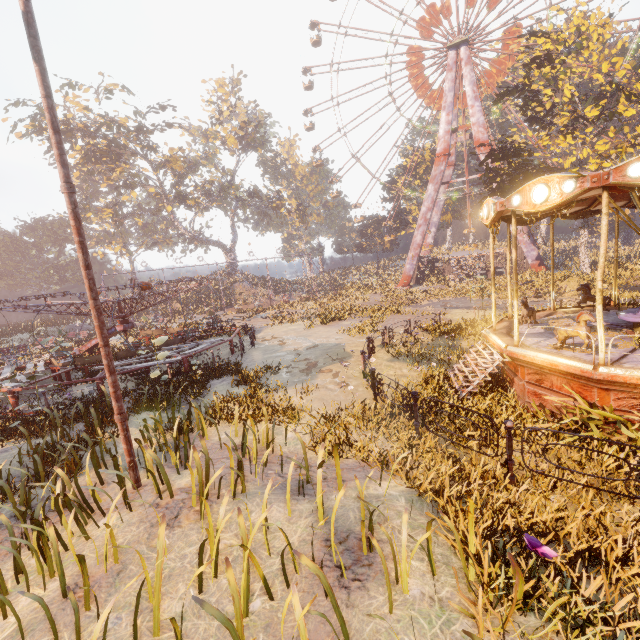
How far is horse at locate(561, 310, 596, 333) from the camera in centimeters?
690cm

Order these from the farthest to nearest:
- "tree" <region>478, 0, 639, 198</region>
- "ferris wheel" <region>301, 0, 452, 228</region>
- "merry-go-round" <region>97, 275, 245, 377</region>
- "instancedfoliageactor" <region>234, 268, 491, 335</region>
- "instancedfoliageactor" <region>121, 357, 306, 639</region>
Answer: "ferris wheel" <region>301, 0, 452, 228</region>, "instancedfoliageactor" <region>234, 268, 491, 335</region>, "tree" <region>478, 0, 639, 198</region>, "merry-go-round" <region>97, 275, 245, 377</region>, "instancedfoliageactor" <region>121, 357, 306, 639</region>

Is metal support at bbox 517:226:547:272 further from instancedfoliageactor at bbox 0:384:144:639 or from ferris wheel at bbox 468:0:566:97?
instancedfoliageactor at bbox 0:384:144:639

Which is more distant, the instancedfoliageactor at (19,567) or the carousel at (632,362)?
the carousel at (632,362)

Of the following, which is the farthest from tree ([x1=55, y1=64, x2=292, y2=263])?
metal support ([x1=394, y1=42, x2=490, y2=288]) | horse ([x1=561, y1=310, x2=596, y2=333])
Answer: horse ([x1=561, y1=310, x2=596, y2=333])

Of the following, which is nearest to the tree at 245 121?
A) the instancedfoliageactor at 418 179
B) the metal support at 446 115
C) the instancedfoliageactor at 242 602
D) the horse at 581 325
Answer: the instancedfoliageactor at 418 179

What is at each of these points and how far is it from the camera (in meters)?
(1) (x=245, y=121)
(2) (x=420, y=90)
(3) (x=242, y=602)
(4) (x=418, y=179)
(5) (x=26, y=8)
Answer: (1) tree, 54.38
(2) ferris wheel, 40.19
(3) instancedfoliageactor, 3.41
(4) instancedfoliageactor, 52.06
(5) metal pole, 4.79

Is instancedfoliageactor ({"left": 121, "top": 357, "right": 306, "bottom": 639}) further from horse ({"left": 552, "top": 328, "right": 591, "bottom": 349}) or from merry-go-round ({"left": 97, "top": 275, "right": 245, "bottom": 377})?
horse ({"left": 552, "top": 328, "right": 591, "bottom": 349})
